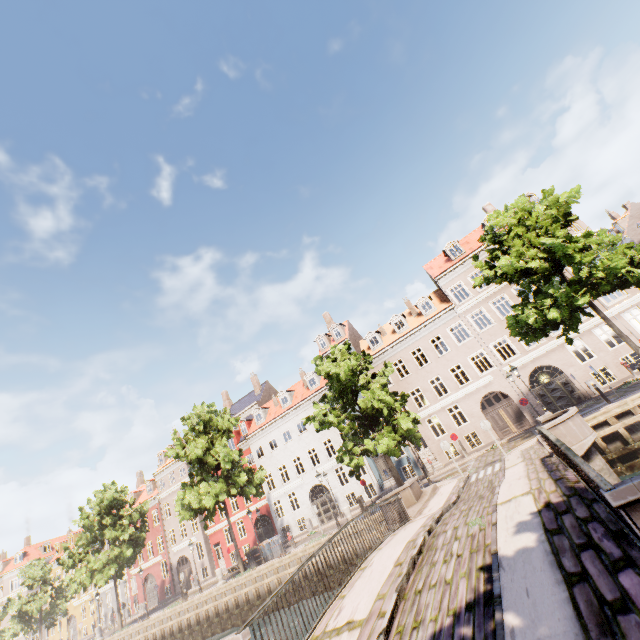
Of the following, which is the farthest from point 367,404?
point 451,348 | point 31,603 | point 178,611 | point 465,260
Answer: point 31,603

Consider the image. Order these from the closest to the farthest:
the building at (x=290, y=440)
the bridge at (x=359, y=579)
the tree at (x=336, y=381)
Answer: the bridge at (x=359, y=579) < the tree at (x=336, y=381) < the building at (x=290, y=440)

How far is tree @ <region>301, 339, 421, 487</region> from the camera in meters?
19.0 m

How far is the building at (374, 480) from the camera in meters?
27.7

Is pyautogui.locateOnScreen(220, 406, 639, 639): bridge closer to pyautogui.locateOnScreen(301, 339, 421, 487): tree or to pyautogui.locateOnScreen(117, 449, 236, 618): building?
pyautogui.locateOnScreen(301, 339, 421, 487): tree

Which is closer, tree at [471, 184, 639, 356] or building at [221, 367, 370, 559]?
tree at [471, 184, 639, 356]

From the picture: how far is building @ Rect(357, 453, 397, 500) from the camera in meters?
27.7 m
